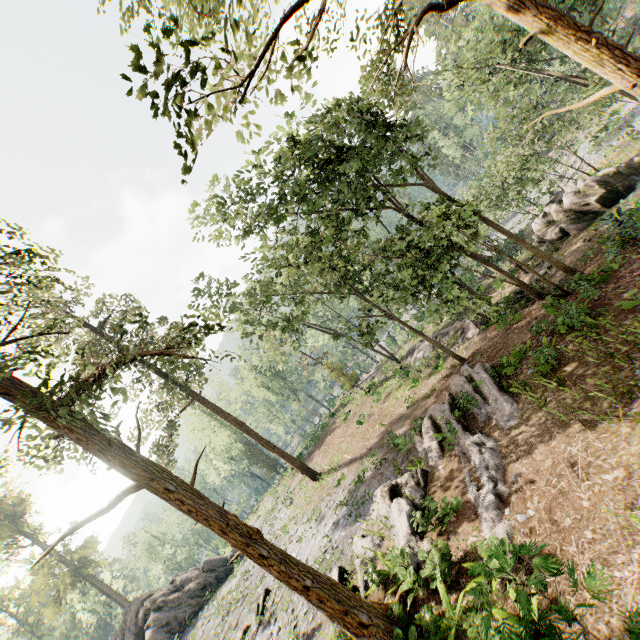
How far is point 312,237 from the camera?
20.7m

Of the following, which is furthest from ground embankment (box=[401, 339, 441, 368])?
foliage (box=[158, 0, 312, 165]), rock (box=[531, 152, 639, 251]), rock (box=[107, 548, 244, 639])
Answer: rock (box=[107, 548, 244, 639])

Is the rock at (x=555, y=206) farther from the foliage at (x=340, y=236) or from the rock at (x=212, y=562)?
the rock at (x=212, y=562)

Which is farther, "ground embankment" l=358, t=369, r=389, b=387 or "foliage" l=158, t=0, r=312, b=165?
"ground embankment" l=358, t=369, r=389, b=387

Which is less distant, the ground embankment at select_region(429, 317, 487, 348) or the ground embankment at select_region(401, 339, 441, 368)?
the ground embankment at select_region(429, 317, 487, 348)

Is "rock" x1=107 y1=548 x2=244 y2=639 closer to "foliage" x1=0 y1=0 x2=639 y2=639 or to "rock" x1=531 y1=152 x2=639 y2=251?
"foliage" x1=0 y1=0 x2=639 y2=639

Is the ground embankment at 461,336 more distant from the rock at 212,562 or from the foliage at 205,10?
the rock at 212,562

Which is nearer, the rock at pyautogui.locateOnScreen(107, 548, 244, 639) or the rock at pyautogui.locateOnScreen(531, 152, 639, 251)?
the rock at pyautogui.locateOnScreen(531, 152, 639, 251)
